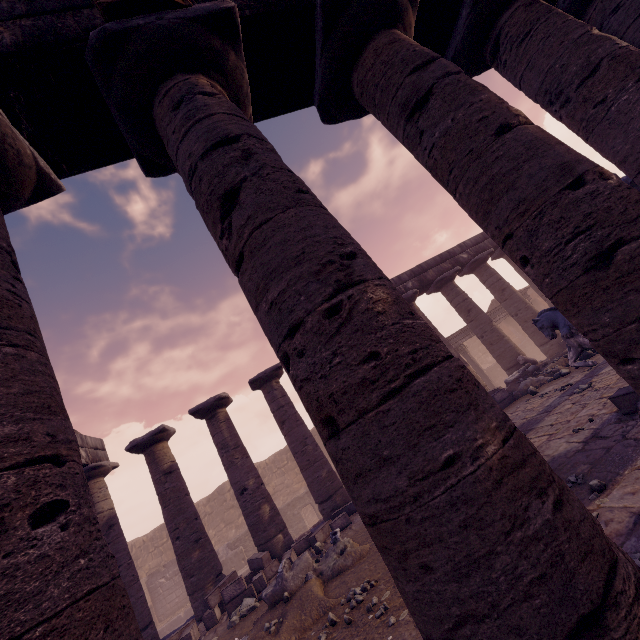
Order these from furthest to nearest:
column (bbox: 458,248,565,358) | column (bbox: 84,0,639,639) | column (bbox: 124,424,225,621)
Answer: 1. column (bbox: 458,248,565,358)
2. column (bbox: 124,424,225,621)
3. column (bbox: 84,0,639,639)

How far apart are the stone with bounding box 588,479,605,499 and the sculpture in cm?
538

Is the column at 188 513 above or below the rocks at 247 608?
above

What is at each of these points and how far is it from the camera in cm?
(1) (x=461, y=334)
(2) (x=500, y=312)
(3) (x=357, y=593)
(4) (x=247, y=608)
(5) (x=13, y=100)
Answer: (1) entablature, 1833
(2) entablature, 1917
(3) stone, 438
(4) rocks, 686
(5) entablature, 274

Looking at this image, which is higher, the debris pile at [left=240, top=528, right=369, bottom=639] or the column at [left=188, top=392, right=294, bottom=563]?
the column at [left=188, top=392, right=294, bottom=563]

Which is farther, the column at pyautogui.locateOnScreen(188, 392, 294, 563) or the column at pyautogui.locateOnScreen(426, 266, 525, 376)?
the column at pyautogui.locateOnScreen(426, 266, 525, 376)

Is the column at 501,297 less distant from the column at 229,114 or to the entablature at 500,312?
the entablature at 500,312

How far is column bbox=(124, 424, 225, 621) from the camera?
9.2 meters
